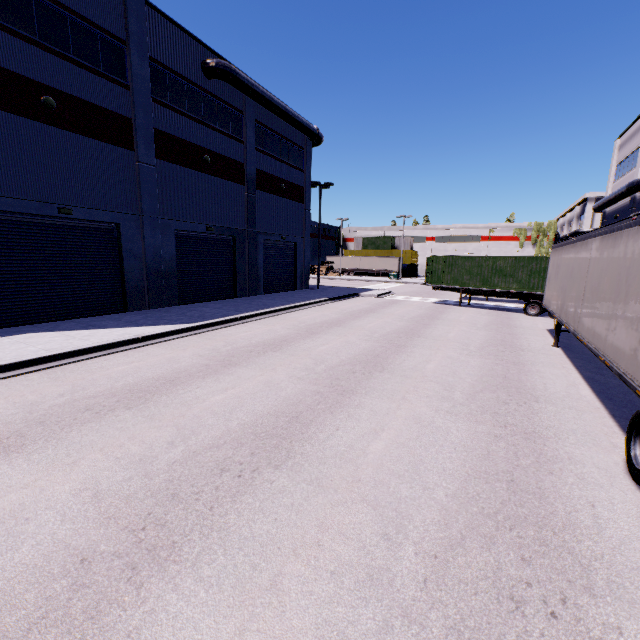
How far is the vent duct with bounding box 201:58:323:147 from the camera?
18.7m

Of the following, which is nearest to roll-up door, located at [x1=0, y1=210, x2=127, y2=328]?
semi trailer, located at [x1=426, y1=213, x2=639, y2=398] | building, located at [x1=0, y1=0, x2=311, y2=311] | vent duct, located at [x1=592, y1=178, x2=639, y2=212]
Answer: building, located at [x1=0, y1=0, x2=311, y2=311]

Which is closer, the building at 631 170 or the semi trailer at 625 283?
the semi trailer at 625 283

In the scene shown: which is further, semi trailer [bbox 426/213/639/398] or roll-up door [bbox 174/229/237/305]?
roll-up door [bbox 174/229/237/305]

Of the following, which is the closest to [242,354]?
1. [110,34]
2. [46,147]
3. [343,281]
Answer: [46,147]

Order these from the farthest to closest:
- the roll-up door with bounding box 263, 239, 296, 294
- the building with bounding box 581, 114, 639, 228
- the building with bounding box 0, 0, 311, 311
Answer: the roll-up door with bounding box 263, 239, 296, 294, the building with bounding box 581, 114, 639, 228, the building with bounding box 0, 0, 311, 311

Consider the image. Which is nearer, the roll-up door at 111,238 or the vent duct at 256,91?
the roll-up door at 111,238

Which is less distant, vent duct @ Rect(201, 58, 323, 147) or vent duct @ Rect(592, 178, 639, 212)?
vent duct @ Rect(201, 58, 323, 147)
